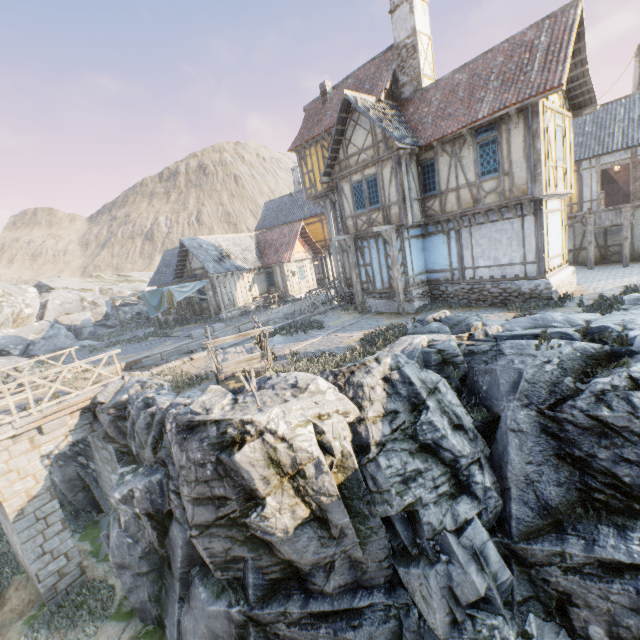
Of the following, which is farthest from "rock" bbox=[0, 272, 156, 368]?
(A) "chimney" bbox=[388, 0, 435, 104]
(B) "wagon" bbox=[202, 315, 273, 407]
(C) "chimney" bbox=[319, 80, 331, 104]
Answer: (C) "chimney" bbox=[319, 80, 331, 104]

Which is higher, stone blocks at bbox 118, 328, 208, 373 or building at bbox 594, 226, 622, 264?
building at bbox 594, 226, 622, 264

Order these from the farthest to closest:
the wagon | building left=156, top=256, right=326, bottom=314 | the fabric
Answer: building left=156, top=256, right=326, bottom=314, the fabric, the wagon

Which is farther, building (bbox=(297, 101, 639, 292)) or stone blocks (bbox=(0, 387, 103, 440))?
building (bbox=(297, 101, 639, 292))

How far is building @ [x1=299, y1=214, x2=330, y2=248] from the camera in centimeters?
2931cm

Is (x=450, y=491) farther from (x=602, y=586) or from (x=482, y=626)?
(x=602, y=586)

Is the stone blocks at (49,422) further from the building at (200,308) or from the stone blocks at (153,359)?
the building at (200,308)

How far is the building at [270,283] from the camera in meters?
24.2 m
